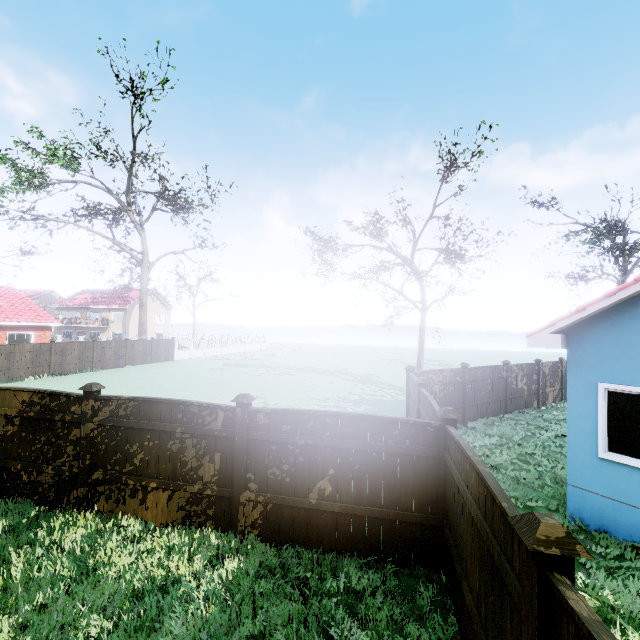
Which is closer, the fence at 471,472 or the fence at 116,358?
the fence at 471,472

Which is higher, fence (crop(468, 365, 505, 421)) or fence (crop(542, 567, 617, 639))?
fence (crop(542, 567, 617, 639))

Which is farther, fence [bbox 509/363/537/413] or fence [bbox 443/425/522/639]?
fence [bbox 509/363/537/413]

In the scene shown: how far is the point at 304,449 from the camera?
5.3m

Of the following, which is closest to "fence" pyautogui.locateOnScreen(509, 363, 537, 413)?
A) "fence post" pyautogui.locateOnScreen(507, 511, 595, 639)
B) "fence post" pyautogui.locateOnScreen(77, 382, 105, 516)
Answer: "fence post" pyautogui.locateOnScreen(507, 511, 595, 639)

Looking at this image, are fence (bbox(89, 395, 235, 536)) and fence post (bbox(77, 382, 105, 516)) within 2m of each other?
yes

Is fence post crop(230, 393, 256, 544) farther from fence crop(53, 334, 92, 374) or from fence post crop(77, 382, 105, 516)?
fence post crop(77, 382, 105, 516)

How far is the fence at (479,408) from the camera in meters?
13.3
